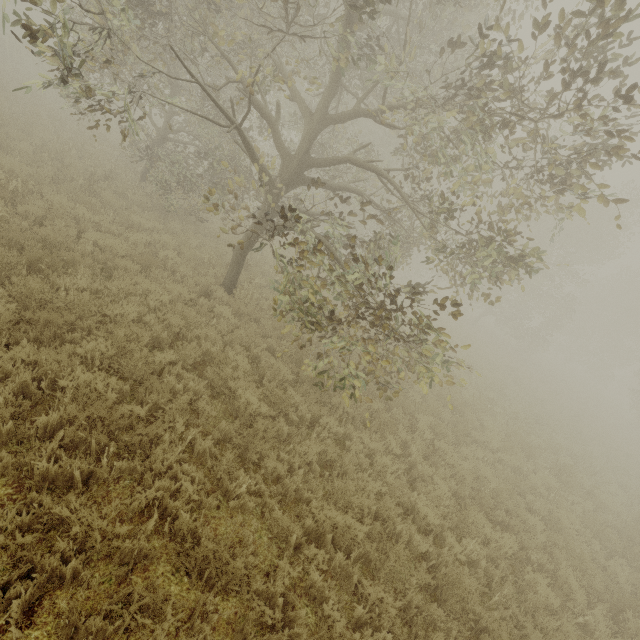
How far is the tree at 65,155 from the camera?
10.9 meters

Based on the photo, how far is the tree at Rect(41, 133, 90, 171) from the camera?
10.90m

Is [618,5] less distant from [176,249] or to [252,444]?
[252,444]

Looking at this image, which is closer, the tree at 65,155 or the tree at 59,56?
the tree at 59,56

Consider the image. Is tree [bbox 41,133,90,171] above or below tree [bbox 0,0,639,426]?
below

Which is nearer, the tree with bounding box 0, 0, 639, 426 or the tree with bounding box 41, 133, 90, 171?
the tree with bounding box 0, 0, 639, 426
